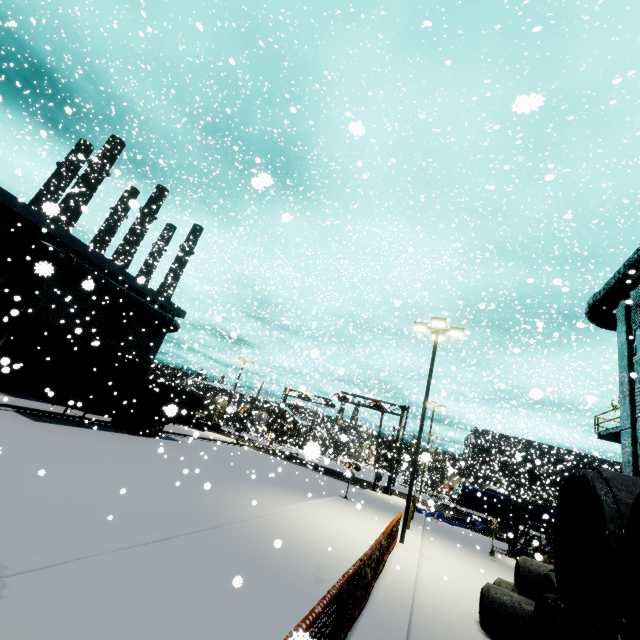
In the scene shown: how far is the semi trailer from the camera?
17.20m

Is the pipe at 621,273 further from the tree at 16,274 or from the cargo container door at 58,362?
the cargo container door at 58,362

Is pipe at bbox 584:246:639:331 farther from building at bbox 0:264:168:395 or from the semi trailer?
the semi trailer

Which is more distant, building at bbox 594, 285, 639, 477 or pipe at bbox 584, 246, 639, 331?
building at bbox 594, 285, 639, 477

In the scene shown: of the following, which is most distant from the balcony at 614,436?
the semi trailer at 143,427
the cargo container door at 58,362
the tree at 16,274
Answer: the cargo container door at 58,362

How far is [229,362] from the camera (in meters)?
58.28

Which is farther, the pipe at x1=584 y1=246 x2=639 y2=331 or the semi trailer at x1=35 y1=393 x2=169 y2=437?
the semi trailer at x1=35 y1=393 x2=169 y2=437

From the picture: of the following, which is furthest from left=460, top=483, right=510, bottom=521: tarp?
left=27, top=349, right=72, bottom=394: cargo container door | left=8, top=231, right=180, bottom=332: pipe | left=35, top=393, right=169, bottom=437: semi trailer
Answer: left=27, top=349, right=72, bottom=394: cargo container door
